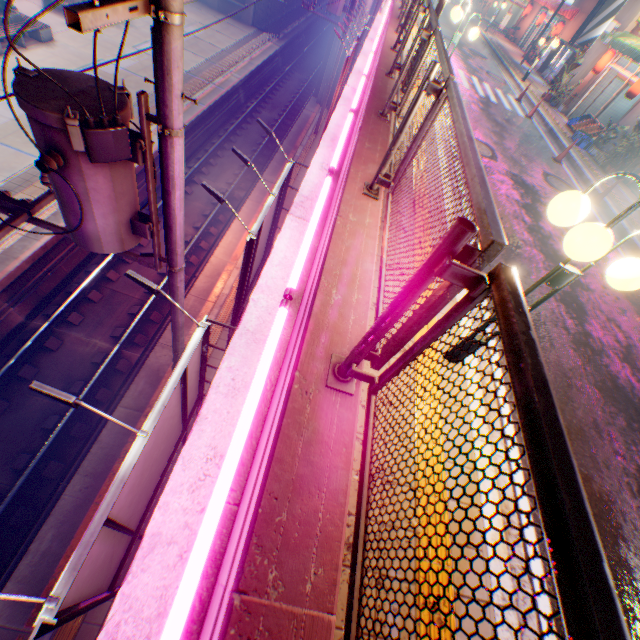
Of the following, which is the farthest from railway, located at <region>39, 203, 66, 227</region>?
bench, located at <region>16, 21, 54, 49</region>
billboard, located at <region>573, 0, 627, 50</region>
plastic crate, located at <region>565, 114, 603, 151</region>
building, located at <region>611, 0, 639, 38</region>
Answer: billboard, located at <region>573, 0, 627, 50</region>

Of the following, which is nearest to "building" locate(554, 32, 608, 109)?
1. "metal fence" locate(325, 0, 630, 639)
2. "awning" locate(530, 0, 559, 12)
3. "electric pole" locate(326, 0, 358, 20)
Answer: "metal fence" locate(325, 0, 630, 639)

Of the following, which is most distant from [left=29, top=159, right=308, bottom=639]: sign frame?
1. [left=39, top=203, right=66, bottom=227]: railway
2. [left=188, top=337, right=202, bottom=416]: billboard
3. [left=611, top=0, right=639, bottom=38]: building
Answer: [left=611, top=0, right=639, bottom=38]: building

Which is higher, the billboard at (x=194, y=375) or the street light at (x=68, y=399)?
the street light at (x=68, y=399)

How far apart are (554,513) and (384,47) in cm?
1094

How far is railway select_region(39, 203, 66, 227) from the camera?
10.4m

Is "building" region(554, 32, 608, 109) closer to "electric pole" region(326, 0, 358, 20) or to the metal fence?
the metal fence

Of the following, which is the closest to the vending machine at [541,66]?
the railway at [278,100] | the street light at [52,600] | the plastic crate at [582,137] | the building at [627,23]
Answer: the building at [627,23]
